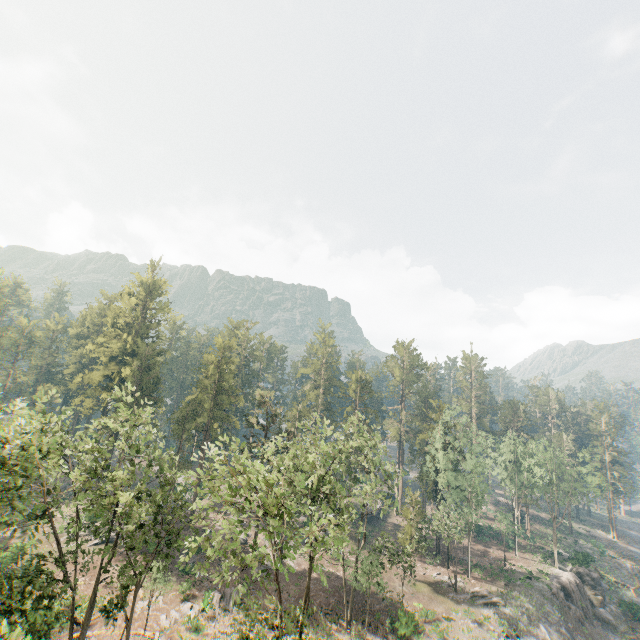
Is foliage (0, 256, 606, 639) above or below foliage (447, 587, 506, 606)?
above

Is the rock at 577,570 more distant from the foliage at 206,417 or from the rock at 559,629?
the foliage at 206,417

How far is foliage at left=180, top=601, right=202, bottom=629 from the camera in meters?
29.1 m

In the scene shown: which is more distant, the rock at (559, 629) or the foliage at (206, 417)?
the rock at (559, 629)

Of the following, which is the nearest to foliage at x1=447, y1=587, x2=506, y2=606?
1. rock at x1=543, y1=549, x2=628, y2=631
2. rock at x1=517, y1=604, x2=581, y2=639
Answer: rock at x1=517, y1=604, x2=581, y2=639

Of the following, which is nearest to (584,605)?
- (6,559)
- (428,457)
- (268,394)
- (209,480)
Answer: (428,457)

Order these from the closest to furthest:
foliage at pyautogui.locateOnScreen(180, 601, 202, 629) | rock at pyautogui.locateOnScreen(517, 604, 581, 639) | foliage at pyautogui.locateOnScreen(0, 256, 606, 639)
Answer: foliage at pyautogui.locateOnScreen(0, 256, 606, 639)
foliage at pyautogui.locateOnScreen(180, 601, 202, 629)
rock at pyautogui.locateOnScreen(517, 604, 581, 639)
